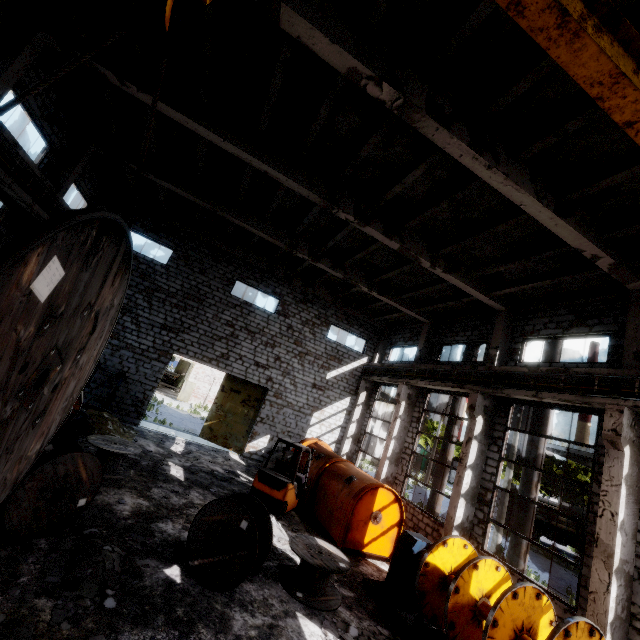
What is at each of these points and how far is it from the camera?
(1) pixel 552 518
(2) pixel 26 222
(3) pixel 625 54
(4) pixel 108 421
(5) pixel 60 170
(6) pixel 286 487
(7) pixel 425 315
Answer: (1) log pile, 27.8 meters
(2) column beam, 11.2 meters
(3) crane, 3.6 meters
(4) concrete debris, 13.2 meters
(5) column beam, 11.8 meters
(6) forklift, 10.7 meters
(7) column beam, 17.3 meters

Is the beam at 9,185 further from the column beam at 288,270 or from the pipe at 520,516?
the pipe at 520,516

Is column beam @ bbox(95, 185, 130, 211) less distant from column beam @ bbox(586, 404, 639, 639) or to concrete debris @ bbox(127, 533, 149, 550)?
column beam @ bbox(586, 404, 639, 639)

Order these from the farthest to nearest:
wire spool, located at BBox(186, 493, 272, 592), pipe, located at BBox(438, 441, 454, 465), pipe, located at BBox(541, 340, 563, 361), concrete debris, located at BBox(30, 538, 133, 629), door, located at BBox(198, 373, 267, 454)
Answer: door, located at BBox(198, 373, 267, 454) < pipe, located at BBox(438, 441, 454, 465) < pipe, located at BBox(541, 340, 563, 361) < wire spool, located at BBox(186, 493, 272, 592) < concrete debris, located at BBox(30, 538, 133, 629)

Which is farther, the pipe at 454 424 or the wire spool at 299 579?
the pipe at 454 424

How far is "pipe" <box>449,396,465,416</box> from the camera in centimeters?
1526cm

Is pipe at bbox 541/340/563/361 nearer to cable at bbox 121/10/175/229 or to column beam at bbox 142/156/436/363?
column beam at bbox 142/156/436/363

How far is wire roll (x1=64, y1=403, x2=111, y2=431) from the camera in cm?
1177
